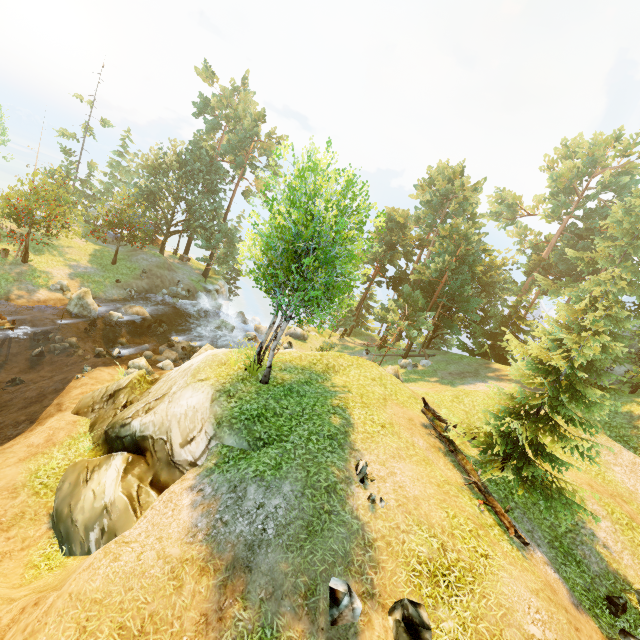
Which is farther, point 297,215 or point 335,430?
point 335,430

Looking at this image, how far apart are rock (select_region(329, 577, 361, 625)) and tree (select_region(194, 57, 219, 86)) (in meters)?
49.70

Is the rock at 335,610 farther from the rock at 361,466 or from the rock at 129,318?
the rock at 129,318

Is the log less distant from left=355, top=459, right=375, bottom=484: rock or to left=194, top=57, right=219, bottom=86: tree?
left=355, top=459, right=375, bottom=484: rock

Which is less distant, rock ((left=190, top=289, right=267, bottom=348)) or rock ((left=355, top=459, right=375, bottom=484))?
rock ((left=355, top=459, right=375, bottom=484))

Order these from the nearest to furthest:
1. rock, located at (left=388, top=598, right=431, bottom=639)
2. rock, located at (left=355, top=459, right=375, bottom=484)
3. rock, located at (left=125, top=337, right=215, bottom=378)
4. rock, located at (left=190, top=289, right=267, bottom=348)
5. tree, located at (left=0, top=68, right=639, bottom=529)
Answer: rock, located at (left=388, top=598, right=431, bottom=639) < rock, located at (left=355, top=459, right=375, bottom=484) < tree, located at (left=0, top=68, right=639, bottom=529) < rock, located at (left=125, top=337, right=215, bottom=378) < rock, located at (left=190, top=289, right=267, bottom=348)

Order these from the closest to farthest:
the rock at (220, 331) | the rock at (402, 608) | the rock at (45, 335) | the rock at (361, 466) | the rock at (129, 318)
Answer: the rock at (402, 608), the rock at (361, 466), the rock at (45, 335), the rock at (129, 318), the rock at (220, 331)

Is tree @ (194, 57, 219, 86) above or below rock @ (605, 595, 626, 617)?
above
